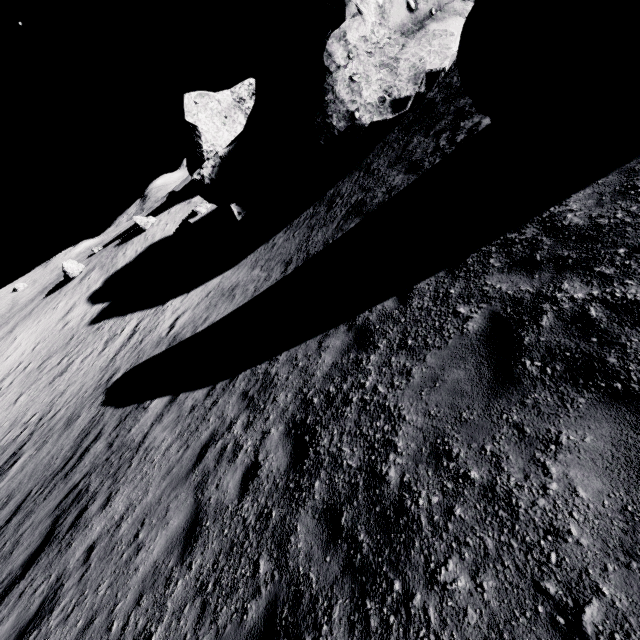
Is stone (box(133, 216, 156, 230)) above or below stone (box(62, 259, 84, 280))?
below

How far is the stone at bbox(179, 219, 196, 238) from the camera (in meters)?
28.94

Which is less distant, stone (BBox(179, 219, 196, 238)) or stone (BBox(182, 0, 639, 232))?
stone (BBox(182, 0, 639, 232))

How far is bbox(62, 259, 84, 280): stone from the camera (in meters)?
32.88

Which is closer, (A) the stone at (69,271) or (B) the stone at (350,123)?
(B) the stone at (350,123)

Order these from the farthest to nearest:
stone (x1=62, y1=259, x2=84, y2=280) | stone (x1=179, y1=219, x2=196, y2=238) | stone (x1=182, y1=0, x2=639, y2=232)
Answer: stone (x1=62, y1=259, x2=84, y2=280), stone (x1=179, y1=219, x2=196, y2=238), stone (x1=182, y1=0, x2=639, y2=232)

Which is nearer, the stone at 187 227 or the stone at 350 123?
the stone at 350 123

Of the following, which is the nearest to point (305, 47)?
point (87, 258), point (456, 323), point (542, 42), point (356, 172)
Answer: point (356, 172)
